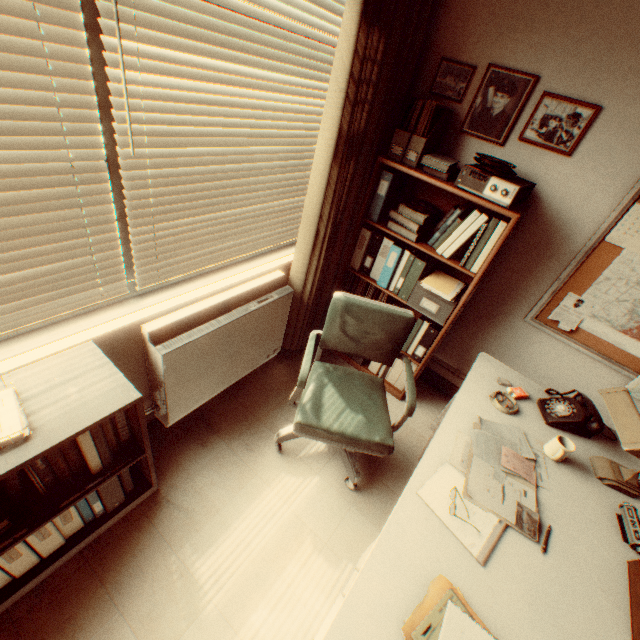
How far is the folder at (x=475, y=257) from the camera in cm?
222

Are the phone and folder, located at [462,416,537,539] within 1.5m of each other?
yes

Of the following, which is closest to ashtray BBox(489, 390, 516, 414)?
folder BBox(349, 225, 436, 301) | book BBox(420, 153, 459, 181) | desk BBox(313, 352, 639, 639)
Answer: desk BBox(313, 352, 639, 639)

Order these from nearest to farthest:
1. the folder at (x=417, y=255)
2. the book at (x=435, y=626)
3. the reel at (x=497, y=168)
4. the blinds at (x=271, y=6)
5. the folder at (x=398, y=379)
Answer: the book at (x=435, y=626), the blinds at (x=271, y=6), the reel at (x=497, y=168), the folder at (x=417, y=255), the folder at (x=398, y=379)

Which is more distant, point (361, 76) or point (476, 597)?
point (361, 76)

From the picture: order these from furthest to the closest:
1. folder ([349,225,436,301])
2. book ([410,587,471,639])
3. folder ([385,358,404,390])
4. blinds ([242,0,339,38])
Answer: folder ([385,358,404,390]) → folder ([349,225,436,301]) → blinds ([242,0,339,38]) → book ([410,587,471,639])

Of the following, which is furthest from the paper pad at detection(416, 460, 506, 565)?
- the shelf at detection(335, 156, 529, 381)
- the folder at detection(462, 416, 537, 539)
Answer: the shelf at detection(335, 156, 529, 381)

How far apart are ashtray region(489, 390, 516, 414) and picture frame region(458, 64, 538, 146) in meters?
1.8 m
